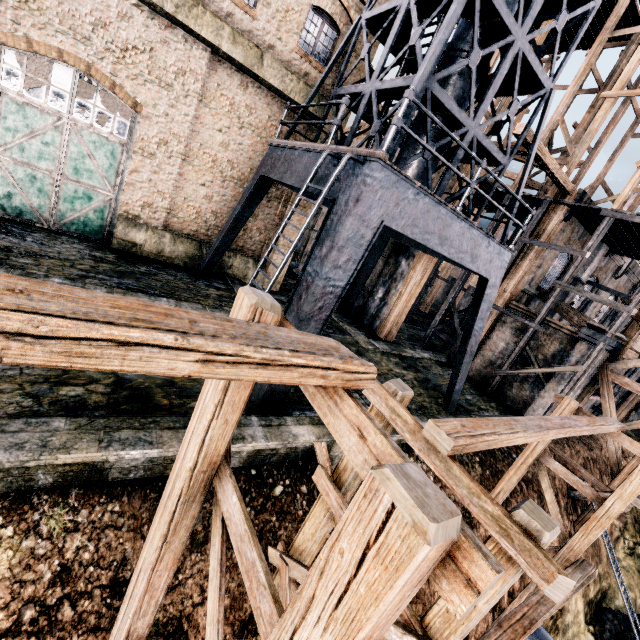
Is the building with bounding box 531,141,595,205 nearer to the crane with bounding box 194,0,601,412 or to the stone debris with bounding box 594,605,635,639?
the crane with bounding box 194,0,601,412

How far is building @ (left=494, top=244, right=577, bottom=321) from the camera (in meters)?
18.22

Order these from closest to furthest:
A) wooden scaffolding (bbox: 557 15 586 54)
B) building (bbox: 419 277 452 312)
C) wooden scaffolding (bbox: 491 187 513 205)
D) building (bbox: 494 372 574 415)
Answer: building (bbox: 494 372 574 415)
wooden scaffolding (bbox: 491 187 513 205)
wooden scaffolding (bbox: 557 15 586 54)
building (bbox: 419 277 452 312)

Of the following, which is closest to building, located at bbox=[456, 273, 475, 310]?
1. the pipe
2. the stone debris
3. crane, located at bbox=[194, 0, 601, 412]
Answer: crane, located at bbox=[194, 0, 601, 412]

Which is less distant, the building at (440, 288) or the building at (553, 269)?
the building at (553, 269)

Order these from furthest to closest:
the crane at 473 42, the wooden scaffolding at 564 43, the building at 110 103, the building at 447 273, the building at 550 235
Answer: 1. the building at 110 103
2. the building at 447 273
3. the wooden scaffolding at 564 43
4. the building at 550 235
5. the crane at 473 42

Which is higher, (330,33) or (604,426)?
(330,33)

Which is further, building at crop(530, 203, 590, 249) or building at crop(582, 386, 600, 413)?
building at crop(582, 386, 600, 413)
